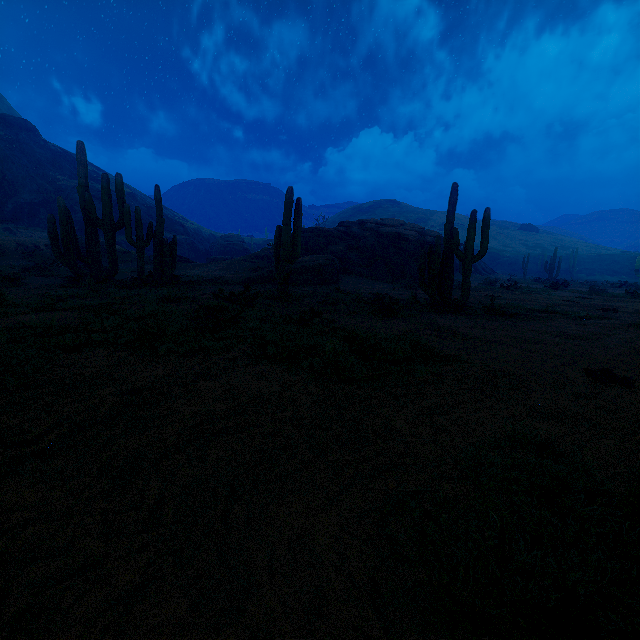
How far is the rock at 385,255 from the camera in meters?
20.7 m

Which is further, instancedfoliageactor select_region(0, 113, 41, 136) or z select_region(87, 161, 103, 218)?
instancedfoliageactor select_region(0, 113, 41, 136)

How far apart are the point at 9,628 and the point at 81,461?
1.1 meters

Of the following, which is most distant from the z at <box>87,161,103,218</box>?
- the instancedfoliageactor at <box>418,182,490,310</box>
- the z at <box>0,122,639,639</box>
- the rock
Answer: the instancedfoliageactor at <box>418,182,490,310</box>

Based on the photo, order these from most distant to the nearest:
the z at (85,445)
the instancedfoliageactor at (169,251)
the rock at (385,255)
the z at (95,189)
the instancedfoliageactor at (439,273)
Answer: the z at (95,189) → the rock at (385,255) → the instancedfoliageactor at (169,251) → the instancedfoliageactor at (439,273) → the z at (85,445)

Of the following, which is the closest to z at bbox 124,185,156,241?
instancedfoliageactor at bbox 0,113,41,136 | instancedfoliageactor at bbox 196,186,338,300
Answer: instancedfoliageactor at bbox 0,113,41,136

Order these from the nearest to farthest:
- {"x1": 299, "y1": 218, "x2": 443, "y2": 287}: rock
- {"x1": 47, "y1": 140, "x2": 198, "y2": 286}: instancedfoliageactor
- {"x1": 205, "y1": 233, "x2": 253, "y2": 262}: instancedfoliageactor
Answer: {"x1": 47, "y1": 140, "x2": 198, "y2": 286}: instancedfoliageactor → {"x1": 299, "y1": 218, "x2": 443, "y2": 287}: rock → {"x1": 205, "y1": 233, "x2": 253, "y2": 262}: instancedfoliageactor
